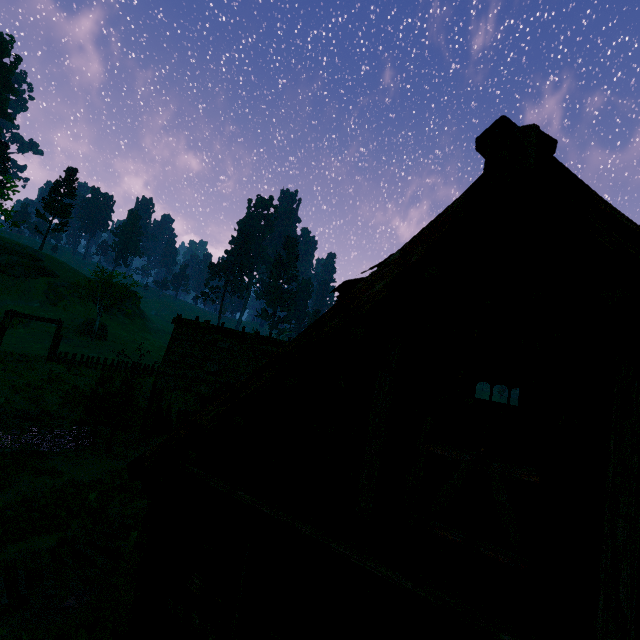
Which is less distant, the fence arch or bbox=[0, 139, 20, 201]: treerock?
bbox=[0, 139, 20, 201]: treerock

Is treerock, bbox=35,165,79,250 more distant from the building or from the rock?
the rock

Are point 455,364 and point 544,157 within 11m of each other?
yes

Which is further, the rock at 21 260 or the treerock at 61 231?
the treerock at 61 231

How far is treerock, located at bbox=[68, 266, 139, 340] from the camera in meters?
41.8 m

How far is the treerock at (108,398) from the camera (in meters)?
14.96

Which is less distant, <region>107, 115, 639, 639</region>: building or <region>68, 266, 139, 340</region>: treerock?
<region>107, 115, 639, 639</region>: building

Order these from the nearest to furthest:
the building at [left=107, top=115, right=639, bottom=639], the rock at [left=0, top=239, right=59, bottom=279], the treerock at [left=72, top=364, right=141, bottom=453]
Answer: the building at [left=107, top=115, right=639, bottom=639] → the treerock at [left=72, top=364, right=141, bottom=453] → the rock at [left=0, top=239, right=59, bottom=279]
